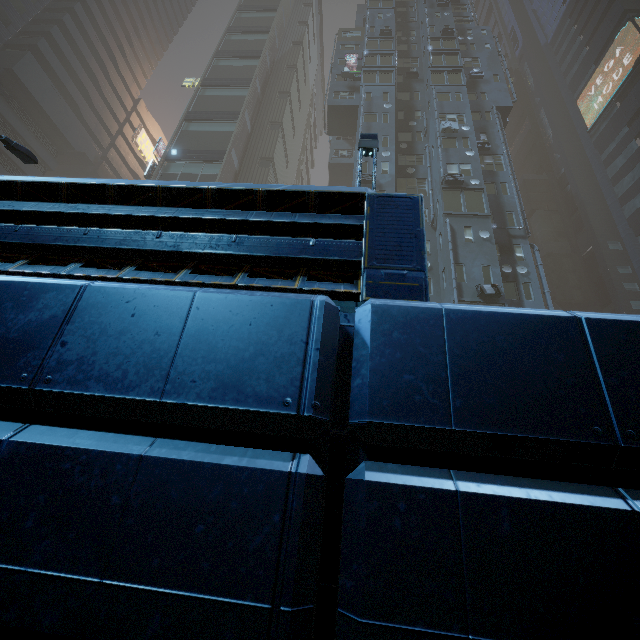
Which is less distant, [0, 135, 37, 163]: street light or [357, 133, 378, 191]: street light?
[357, 133, 378, 191]: street light

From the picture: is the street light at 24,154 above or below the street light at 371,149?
above

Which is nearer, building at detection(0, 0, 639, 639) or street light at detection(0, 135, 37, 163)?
building at detection(0, 0, 639, 639)

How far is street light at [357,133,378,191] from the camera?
6.77m

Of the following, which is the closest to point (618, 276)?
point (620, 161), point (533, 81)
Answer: point (620, 161)

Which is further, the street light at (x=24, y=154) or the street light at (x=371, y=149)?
the street light at (x=24, y=154)

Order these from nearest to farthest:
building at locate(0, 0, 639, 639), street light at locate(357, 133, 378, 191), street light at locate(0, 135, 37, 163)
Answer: building at locate(0, 0, 639, 639) < street light at locate(357, 133, 378, 191) < street light at locate(0, 135, 37, 163)

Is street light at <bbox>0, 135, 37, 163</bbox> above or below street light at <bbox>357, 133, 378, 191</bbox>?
above
